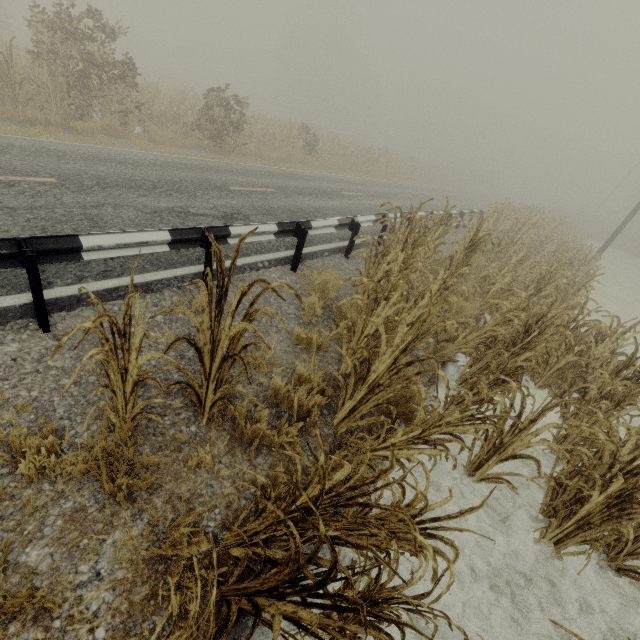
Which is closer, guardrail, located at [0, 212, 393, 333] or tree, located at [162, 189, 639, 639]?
tree, located at [162, 189, 639, 639]

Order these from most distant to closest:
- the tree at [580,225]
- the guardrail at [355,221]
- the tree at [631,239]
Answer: the tree at [631,239] < the guardrail at [355,221] < the tree at [580,225]

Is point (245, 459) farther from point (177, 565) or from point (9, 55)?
point (9, 55)

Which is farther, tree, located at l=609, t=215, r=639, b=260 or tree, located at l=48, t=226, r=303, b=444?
tree, located at l=609, t=215, r=639, b=260

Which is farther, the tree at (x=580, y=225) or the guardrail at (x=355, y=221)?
the guardrail at (x=355, y=221)

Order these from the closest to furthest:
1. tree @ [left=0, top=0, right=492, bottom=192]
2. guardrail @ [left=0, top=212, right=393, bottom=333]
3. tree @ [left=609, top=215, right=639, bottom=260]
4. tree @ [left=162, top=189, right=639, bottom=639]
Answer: tree @ [left=162, top=189, right=639, bottom=639] < guardrail @ [left=0, top=212, right=393, bottom=333] < tree @ [left=0, top=0, right=492, bottom=192] < tree @ [left=609, top=215, right=639, bottom=260]
